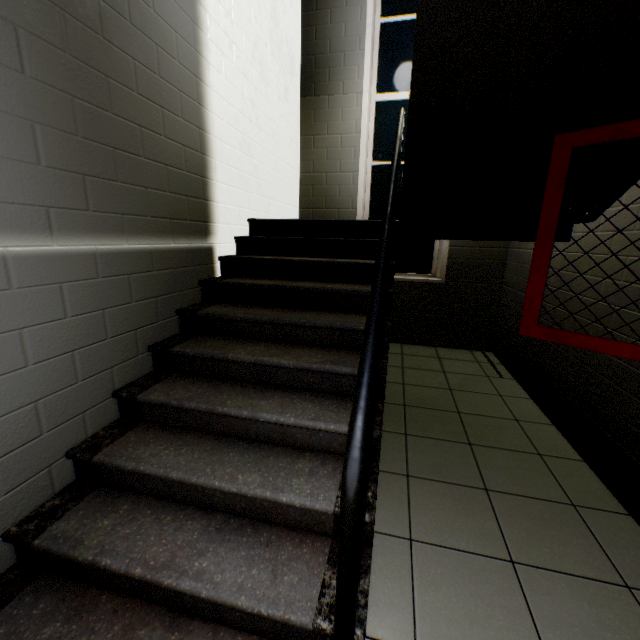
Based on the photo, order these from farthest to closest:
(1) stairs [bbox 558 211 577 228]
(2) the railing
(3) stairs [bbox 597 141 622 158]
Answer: (1) stairs [bbox 558 211 577 228] → (3) stairs [bbox 597 141 622 158] → (2) the railing

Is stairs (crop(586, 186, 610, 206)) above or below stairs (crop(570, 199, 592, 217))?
above

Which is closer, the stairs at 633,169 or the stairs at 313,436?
the stairs at 313,436

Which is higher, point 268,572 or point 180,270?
point 180,270

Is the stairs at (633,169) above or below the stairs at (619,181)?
above

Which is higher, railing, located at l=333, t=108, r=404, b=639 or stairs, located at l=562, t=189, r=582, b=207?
stairs, located at l=562, t=189, r=582, b=207

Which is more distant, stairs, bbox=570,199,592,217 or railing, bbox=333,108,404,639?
stairs, bbox=570,199,592,217
